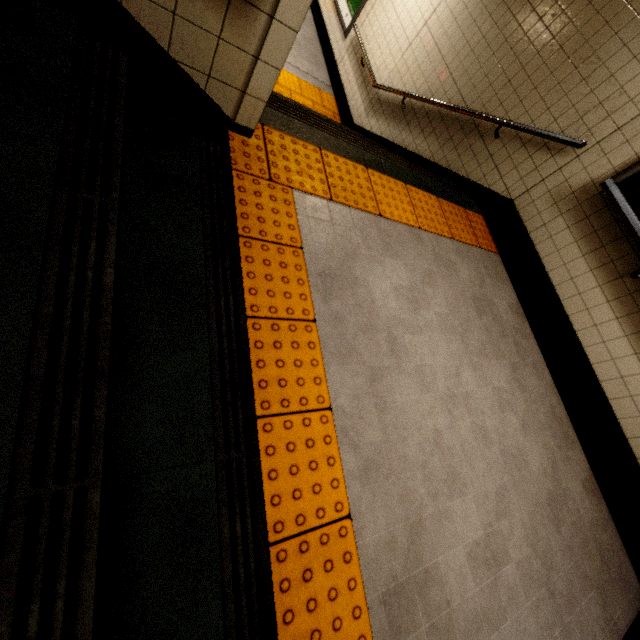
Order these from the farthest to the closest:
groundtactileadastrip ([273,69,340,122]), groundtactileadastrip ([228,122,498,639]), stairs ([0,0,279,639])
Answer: groundtactileadastrip ([273,69,340,122]), groundtactileadastrip ([228,122,498,639]), stairs ([0,0,279,639])

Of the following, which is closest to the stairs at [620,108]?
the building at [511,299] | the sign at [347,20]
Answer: the building at [511,299]

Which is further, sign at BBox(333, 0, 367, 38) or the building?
sign at BBox(333, 0, 367, 38)

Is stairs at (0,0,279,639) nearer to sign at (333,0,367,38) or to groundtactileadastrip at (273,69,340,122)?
groundtactileadastrip at (273,69,340,122)

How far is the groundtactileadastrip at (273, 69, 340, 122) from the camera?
5.40m

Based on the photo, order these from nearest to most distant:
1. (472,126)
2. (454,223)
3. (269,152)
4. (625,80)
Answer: (269,152) < (625,80) < (454,223) < (472,126)

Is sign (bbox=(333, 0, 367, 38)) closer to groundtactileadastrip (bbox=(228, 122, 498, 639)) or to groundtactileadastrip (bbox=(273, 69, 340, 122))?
groundtactileadastrip (bbox=(273, 69, 340, 122))

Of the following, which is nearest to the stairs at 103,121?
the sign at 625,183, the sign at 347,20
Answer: the sign at 625,183
